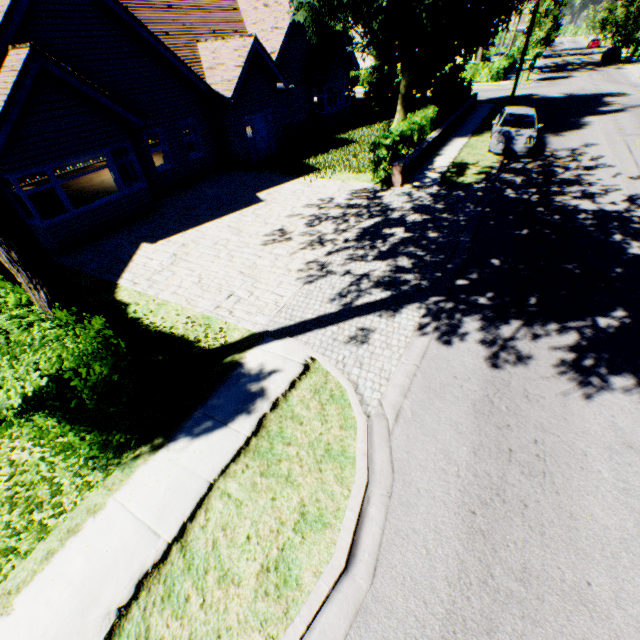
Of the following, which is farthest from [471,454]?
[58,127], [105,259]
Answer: [58,127]

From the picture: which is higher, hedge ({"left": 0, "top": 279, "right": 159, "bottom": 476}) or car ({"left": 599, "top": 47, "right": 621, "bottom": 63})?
hedge ({"left": 0, "top": 279, "right": 159, "bottom": 476})

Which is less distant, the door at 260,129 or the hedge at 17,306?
the hedge at 17,306

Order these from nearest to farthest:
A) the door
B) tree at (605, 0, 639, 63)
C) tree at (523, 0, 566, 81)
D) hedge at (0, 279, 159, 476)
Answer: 1. hedge at (0, 279, 159, 476)
2. the door
3. tree at (523, 0, 566, 81)
4. tree at (605, 0, 639, 63)

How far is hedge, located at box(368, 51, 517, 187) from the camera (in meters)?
13.01

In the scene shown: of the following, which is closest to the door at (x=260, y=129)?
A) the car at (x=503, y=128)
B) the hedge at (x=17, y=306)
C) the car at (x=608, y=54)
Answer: the hedge at (x=17, y=306)

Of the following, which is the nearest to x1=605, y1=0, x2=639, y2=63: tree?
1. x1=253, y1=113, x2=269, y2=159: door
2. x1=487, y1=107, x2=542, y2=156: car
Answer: x1=487, y1=107, x2=542, y2=156: car

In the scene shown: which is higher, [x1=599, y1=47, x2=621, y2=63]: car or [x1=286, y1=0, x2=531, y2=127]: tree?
[x1=286, y1=0, x2=531, y2=127]: tree
